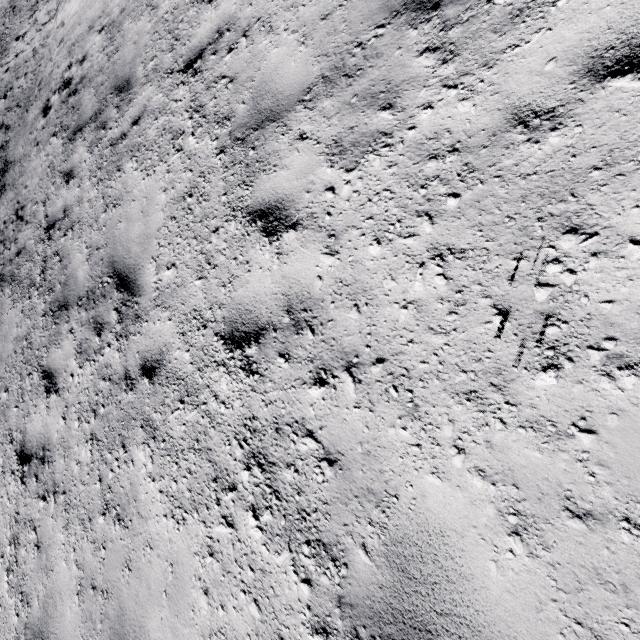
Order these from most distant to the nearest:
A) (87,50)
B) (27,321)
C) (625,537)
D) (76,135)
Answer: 1. (87,50)
2. (76,135)
3. (27,321)
4. (625,537)
